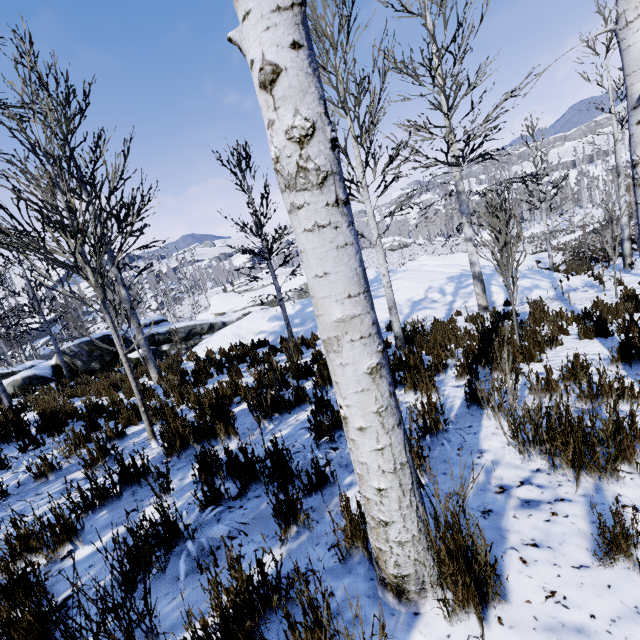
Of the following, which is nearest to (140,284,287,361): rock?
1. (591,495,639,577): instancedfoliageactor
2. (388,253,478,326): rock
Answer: (388,253,478,326): rock

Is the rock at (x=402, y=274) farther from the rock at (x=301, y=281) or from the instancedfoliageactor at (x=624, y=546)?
the rock at (x=301, y=281)

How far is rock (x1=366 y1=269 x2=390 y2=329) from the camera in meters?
11.3 m

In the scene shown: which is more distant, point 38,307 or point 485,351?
point 38,307

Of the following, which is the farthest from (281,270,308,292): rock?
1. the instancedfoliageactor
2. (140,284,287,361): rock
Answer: the instancedfoliageactor

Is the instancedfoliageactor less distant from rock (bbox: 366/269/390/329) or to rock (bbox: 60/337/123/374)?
rock (bbox: 366/269/390/329)

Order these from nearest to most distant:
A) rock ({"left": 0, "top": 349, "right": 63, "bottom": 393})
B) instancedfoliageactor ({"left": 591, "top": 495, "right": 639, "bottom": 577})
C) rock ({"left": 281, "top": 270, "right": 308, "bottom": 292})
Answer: instancedfoliageactor ({"left": 591, "top": 495, "right": 639, "bottom": 577}) → rock ({"left": 0, "top": 349, "right": 63, "bottom": 393}) → rock ({"left": 281, "top": 270, "right": 308, "bottom": 292})

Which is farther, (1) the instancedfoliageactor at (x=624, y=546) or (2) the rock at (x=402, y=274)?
(2) the rock at (x=402, y=274)
